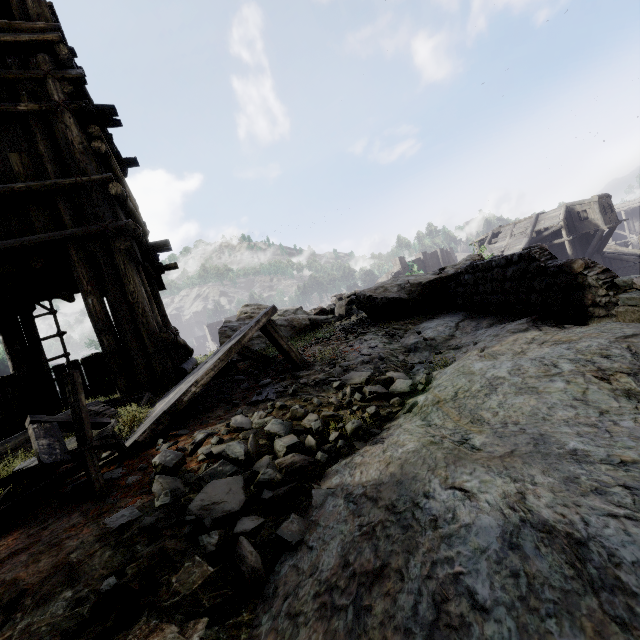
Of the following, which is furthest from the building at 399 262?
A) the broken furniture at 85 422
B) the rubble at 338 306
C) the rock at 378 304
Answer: the rubble at 338 306

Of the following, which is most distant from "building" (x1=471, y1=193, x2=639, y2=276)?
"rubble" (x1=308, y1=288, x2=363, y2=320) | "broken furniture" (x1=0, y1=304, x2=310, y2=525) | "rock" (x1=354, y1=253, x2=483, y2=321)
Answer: "rubble" (x1=308, y1=288, x2=363, y2=320)

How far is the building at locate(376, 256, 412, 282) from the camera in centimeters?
4369cm

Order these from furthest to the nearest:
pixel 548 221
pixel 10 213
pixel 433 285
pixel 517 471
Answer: pixel 548 221 → pixel 433 285 → pixel 10 213 → pixel 517 471

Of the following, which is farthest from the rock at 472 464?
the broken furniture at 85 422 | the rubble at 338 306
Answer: the broken furniture at 85 422

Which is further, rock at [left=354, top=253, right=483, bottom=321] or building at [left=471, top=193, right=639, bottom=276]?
building at [left=471, top=193, right=639, bottom=276]

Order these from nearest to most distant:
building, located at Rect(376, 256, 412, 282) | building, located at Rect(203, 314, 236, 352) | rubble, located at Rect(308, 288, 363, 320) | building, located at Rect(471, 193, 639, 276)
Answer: rubble, located at Rect(308, 288, 363, 320) < building, located at Rect(471, 193, 639, 276) < building, located at Rect(376, 256, 412, 282) < building, located at Rect(203, 314, 236, 352)

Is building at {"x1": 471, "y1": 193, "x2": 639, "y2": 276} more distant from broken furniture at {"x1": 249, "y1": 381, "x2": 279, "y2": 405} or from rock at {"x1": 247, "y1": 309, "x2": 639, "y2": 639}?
broken furniture at {"x1": 249, "y1": 381, "x2": 279, "y2": 405}
